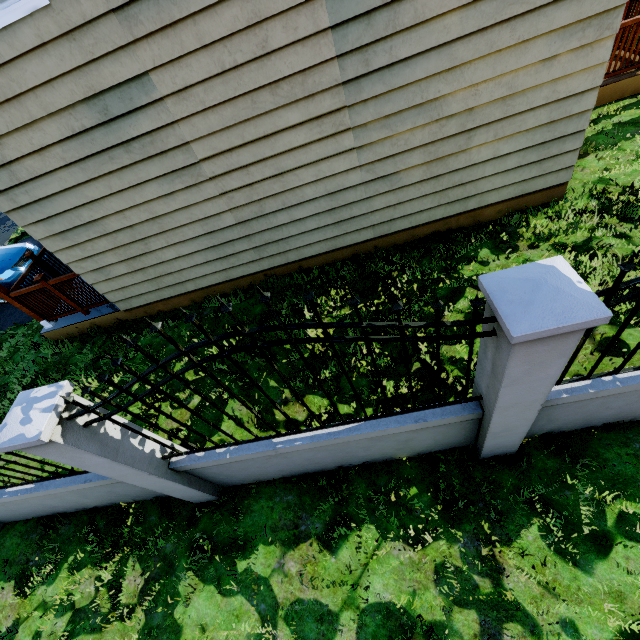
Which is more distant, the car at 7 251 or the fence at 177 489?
the car at 7 251

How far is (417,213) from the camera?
5.07m

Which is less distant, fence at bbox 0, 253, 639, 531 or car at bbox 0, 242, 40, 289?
fence at bbox 0, 253, 639, 531
